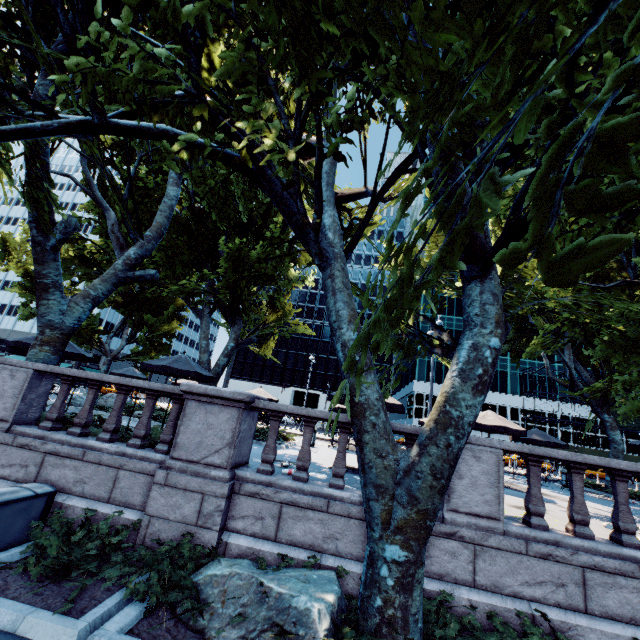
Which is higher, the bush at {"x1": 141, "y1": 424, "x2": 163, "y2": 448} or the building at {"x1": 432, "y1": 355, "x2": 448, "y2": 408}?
the building at {"x1": 432, "y1": 355, "x2": 448, "y2": 408}

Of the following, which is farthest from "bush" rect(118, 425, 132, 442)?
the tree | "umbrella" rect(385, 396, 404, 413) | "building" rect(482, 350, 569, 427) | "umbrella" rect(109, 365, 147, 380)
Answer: "building" rect(482, 350, 569, 427)

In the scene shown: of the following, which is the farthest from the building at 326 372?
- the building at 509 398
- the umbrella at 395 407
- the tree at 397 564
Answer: the umbrella at 395 407

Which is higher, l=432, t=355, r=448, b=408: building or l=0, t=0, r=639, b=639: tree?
l=432, t=355, r=448, b=408: building

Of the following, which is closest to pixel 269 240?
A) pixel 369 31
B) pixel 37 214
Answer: pixel 37 214

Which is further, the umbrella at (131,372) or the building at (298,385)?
the building at (298,385)

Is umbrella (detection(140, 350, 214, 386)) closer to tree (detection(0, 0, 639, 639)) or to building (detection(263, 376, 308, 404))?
tree (detection(0, 0, 639, 639))

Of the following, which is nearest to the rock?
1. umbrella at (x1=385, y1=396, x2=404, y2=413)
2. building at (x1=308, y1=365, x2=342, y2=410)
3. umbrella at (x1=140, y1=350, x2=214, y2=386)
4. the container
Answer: the container
